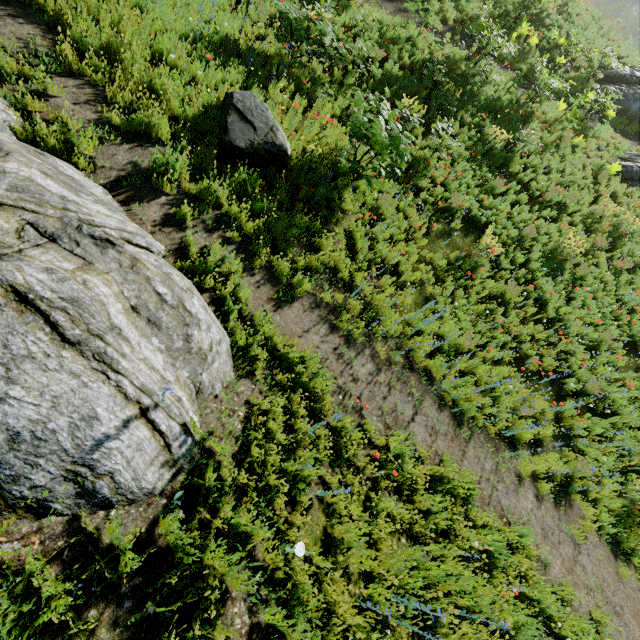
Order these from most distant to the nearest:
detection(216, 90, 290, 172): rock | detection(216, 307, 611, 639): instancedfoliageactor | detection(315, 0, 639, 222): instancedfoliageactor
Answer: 1. detection(315, 0, 639, 222): instancedfoliageactor
2. detection(216, 90, 290, 172): rock
3. detection(216, 307, 611, 639): instancedfoliageactor

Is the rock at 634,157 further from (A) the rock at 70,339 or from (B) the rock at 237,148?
(A) the rock at 70,339

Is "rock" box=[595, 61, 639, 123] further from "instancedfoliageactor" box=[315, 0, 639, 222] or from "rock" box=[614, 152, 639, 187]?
"instancedfoliageactor" box=[315, 0, 639, 222]

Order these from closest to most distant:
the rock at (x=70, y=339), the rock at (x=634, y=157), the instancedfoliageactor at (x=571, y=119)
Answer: the rock at (x=70, y=339) < the instancedfoliageactor at (x=571, y=119) < the rock at (x=634, y=157)

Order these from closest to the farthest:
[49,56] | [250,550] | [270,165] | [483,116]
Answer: [250,550], [49,56], [270,165], [483,116]

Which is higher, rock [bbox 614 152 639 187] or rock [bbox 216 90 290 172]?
rock [bbox 614 152 639 187]

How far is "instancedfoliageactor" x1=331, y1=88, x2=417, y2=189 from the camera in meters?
6.1

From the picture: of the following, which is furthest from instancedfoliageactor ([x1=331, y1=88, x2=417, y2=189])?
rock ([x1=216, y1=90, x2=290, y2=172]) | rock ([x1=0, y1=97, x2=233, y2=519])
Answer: rock ([x1=0, y1=97, x2=233, y2=519])
